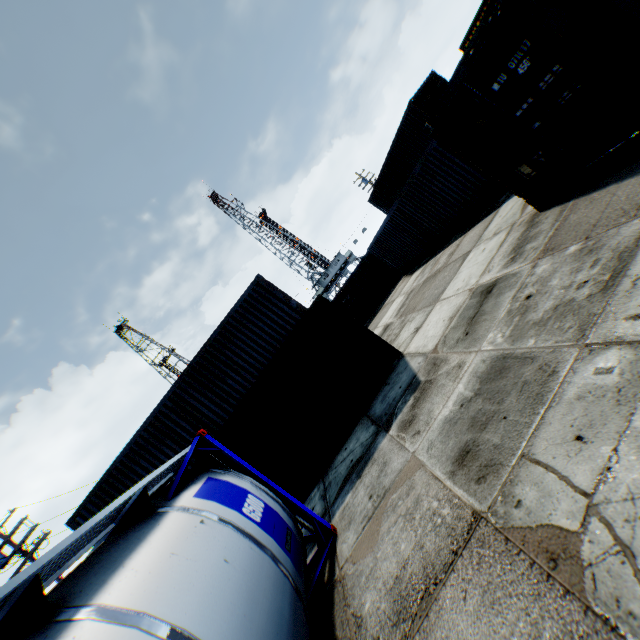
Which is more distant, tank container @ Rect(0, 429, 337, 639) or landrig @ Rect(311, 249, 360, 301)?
landrig @ Rect(311, 249, 360, 301)

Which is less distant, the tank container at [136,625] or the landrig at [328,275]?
the tank container at [136,625]

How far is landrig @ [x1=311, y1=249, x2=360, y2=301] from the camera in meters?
56.3

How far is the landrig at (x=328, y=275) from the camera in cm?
5628

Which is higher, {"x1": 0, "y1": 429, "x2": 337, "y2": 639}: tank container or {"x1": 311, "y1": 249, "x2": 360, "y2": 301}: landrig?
{"x1": 311, "y1": 249, "x2": 360, "y2": 301}: landrig

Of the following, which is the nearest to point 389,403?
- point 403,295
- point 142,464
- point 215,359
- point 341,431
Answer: point 341,431
